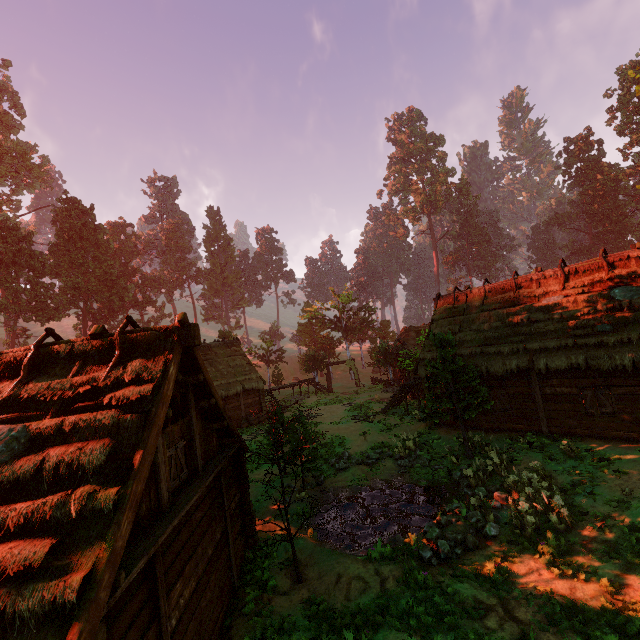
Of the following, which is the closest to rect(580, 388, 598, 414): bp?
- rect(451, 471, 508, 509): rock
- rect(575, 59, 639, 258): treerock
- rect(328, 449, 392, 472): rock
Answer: rect(575, 59, 639, 258): treerock

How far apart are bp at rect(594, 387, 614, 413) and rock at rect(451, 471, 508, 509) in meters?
4.9

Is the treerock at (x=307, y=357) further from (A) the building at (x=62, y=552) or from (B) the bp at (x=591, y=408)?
(B) the bp at (x=591, y=408)

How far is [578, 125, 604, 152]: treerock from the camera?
58.69m

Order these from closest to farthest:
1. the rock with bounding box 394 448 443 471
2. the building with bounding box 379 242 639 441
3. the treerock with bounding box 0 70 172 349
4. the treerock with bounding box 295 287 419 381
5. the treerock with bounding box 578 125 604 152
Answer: the building with bounding box 379 242 639 441 → the rock with bounding box 394 448 443 471 → the treerock with bounding box 295 287 419 381 → the treerock with bounding box 0 70 172 349 → the treerock with bounding box 578 125 604 152

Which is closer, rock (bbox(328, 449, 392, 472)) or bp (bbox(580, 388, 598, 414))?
bp (bbox(580, 388, 598, 414))

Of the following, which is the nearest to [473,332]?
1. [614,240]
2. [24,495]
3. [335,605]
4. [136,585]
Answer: [335,605]

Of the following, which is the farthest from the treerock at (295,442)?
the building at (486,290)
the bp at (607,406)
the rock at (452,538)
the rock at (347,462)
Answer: the bp at (607,406)
